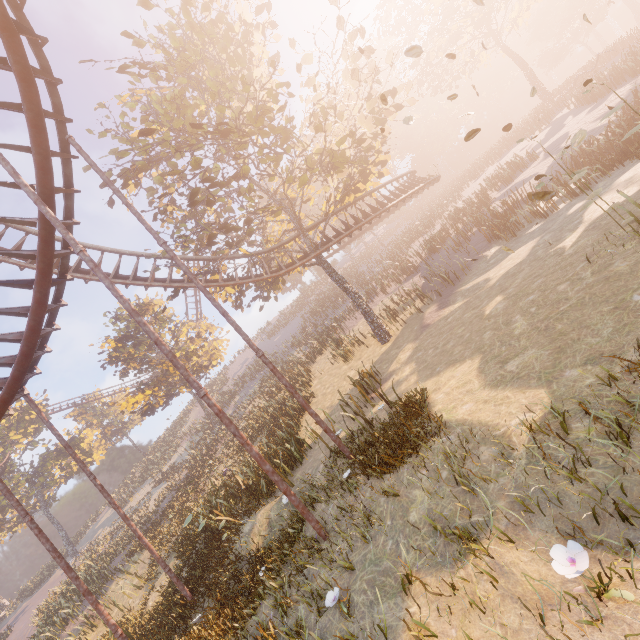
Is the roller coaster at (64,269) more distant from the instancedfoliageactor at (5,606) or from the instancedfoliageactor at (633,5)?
the instancedfoliageactor at (633,5)

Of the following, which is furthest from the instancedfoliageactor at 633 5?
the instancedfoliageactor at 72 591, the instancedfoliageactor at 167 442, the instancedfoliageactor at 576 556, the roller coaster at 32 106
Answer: the instancedfoliageactor at 167 442

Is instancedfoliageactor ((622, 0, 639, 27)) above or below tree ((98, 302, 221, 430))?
below

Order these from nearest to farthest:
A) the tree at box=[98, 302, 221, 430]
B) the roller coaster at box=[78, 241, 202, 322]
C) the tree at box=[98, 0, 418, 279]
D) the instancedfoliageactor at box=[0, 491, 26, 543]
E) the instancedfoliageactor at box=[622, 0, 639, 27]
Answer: the tree at box=[98, 0, 418, 279], the roller coaster at box=[78, 241, 202, 322], the tree at box=[98, 302, 221, 430], the instancedfoliageactor at box=[0, 491, 26, 543], the instancedfoliageactor at box=[622, 0, 639, 27]

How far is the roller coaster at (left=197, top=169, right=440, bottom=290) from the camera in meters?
17.8 m

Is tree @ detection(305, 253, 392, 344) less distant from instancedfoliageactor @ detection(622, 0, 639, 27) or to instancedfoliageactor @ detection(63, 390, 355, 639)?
instancedfoliageactor @ detection(63, 390, 355, 639)

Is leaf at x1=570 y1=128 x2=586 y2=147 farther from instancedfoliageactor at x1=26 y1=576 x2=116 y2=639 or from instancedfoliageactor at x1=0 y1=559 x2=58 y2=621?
instancedfoliageactor at x1=26 y1=576 x2=116 y2=639

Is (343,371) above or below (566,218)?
above
